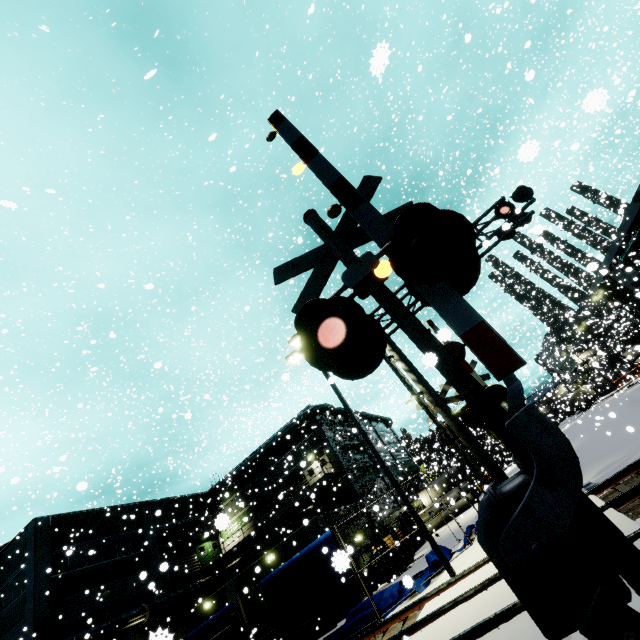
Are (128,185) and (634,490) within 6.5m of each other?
no

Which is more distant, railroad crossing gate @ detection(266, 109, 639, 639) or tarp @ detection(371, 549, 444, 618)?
tarp @ detection(371, 549, 444, 618)

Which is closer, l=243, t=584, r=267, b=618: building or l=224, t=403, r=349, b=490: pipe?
l=243, t=584, r=267, b=618: building

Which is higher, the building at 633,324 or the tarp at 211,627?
the building at 633,324

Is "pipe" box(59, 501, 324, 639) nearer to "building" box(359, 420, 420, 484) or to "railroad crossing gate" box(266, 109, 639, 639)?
"building" box(359, 420, 420, 484)

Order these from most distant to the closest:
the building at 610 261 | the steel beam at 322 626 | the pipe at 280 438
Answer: the pipe at 280 438
the building at 610 261
the steel beam at 322 626

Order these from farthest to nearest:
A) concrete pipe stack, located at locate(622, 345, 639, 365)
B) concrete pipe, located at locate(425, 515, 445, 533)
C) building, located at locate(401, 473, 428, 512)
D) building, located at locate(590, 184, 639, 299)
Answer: building, located at locate(401, 473, 428, 512), concrete pipe, located at locate(425, 515, 445, 533), building, located at locate(590, 184, 639, 299), concrete pipe stack, located at locate(622, 345, 639, 365)

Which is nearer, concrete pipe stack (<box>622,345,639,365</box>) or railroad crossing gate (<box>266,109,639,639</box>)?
railroad crossing gate (<box>266,109,639,639</box>)
